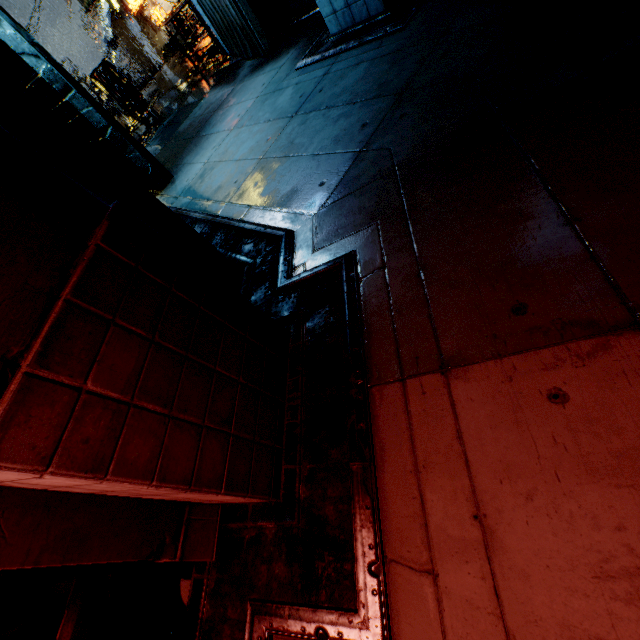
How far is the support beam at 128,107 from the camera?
15.6 meters

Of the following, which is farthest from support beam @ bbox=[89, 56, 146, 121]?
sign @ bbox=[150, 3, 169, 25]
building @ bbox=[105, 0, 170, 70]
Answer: sign @ bbox=[150, 3, 169, 25]

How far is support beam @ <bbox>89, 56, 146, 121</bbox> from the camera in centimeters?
1559cm

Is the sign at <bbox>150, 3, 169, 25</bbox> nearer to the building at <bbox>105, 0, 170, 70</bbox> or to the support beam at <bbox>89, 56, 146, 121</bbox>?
the building at <bbox>105, 0, 170, 70</bbox>

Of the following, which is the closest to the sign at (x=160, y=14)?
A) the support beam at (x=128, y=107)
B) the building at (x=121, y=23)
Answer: the building at (x=121, y=23)

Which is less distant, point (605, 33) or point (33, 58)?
point (605, 33)
